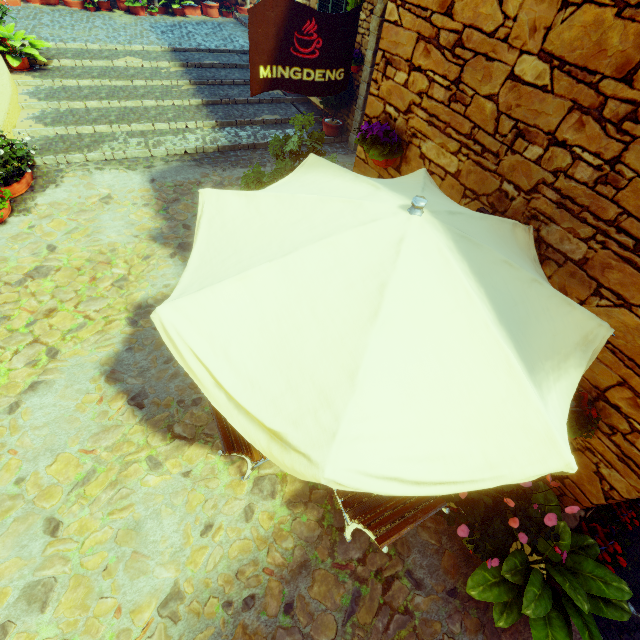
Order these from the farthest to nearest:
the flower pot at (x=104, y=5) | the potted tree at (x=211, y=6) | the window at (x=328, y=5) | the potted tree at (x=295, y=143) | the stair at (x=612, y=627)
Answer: the potted tree at (x=211, y=6) < the flower pot at (x=104, y=5) < the window at (x=328, y=5) < the potted tree at (x=295, y=143) < the stair at (x=612, y=627)

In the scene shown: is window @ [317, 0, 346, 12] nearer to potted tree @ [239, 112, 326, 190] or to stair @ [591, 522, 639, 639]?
potted tree @ [239, 112, 326, 190]

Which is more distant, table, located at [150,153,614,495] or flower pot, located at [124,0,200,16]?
flower pot, located at [124,0,200,16]

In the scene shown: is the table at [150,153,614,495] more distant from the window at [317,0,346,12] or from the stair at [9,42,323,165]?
the window at [317,0,346,12]

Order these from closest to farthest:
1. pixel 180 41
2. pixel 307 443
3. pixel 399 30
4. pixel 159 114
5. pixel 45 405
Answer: pixel 307 443
pixel 399 30
pixel 45 405
pixel 159 114
pixel 180 41

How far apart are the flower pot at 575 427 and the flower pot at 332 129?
7.1m

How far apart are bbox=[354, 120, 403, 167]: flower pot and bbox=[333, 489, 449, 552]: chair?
2.9 meters

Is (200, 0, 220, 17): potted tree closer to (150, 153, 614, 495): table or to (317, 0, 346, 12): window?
(317, 0, 346, 12): window
